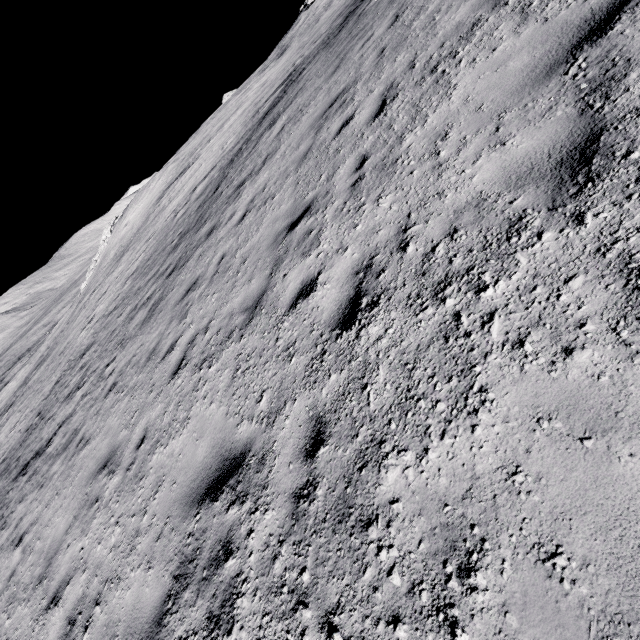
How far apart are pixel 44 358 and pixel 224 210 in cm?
2980
